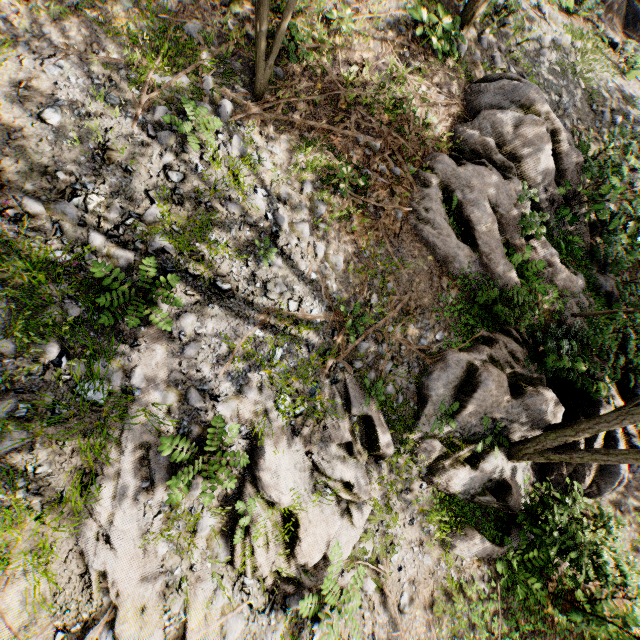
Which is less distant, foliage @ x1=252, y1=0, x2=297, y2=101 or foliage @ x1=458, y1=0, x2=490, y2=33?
foliage @ x1=252, y1=0, x2=297, y2=101

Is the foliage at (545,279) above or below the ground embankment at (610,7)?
below

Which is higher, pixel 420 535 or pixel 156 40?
pixel 156 40

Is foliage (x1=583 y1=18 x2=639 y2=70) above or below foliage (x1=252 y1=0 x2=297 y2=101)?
above

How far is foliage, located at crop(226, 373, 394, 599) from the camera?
5.4 meters

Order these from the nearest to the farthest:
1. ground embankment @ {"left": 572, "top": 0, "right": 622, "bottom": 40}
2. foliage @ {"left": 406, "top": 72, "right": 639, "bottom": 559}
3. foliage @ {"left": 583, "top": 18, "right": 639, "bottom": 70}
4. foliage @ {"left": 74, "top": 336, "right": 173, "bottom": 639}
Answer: foliage @ {"left": 74, "top": 336, "right": 173, "bottom": 639} < foliage @ {"left": 406, "top": 72, "right": 639, "bottom": 559} < foliage @ {"left": 583, "top": 18, "right": 639, "bottom": 70} < ground embankment @ {"left": 572, "top": 0, "right": 622, "bottom": 40}
